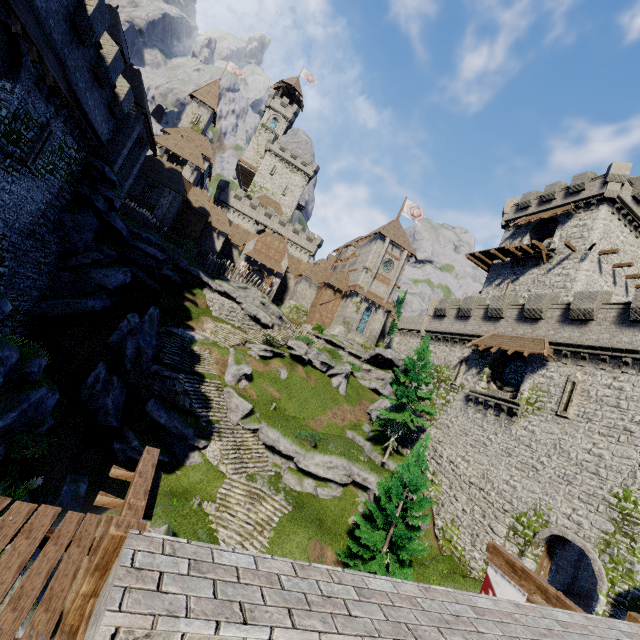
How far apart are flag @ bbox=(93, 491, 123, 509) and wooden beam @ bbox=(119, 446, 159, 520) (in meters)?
0.04

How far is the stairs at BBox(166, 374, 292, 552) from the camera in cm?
1689

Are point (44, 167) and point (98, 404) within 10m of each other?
no

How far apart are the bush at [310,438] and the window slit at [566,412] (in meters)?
14.63

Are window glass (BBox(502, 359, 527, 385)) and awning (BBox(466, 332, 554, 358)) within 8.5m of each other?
yes

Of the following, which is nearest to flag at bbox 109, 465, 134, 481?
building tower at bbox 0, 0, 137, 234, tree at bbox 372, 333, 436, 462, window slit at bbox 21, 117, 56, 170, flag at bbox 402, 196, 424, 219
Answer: building tower at bbox 0, 0, 137, 234

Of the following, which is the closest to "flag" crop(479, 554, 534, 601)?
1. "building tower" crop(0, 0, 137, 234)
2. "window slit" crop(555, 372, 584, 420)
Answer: "window slit" crop(555, 372, 584, 420)

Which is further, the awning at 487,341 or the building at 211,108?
the building at 211,108
